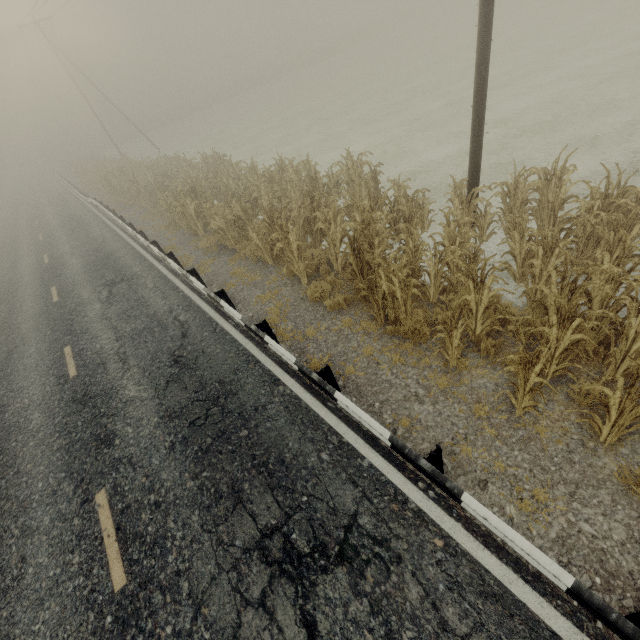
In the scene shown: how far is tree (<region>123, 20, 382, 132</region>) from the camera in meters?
53.6 m

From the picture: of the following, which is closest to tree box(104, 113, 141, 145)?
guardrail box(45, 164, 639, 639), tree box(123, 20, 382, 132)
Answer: guardrail box(45, 164, 639, 639)

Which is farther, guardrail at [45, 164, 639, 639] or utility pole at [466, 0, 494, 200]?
utility pole at [466, 0, 494, 200]

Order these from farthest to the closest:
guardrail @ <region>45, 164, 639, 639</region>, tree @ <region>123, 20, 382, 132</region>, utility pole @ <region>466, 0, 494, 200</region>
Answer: tree @ <region>123, 20, 382, 132</region> → utility pole @ <region>466, 0, 494, 200</region> → guardrail @ <region>45, 164, 639, 639</region>

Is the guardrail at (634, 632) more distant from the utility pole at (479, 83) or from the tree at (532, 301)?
the utility pole at (479, 83)

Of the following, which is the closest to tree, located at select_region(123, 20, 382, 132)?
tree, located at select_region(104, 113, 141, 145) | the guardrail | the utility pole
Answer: tree, located at select_region(104, 113, 141, 145)

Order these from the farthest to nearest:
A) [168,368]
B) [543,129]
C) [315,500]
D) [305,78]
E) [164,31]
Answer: [164,31] → [305,78] → [543,129] → [168,368] → [315,500]

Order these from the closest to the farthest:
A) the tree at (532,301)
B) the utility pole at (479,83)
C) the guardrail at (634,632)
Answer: the guardrail at (634,632) < the tree at (532,301) < the utility pole at (479,83)
